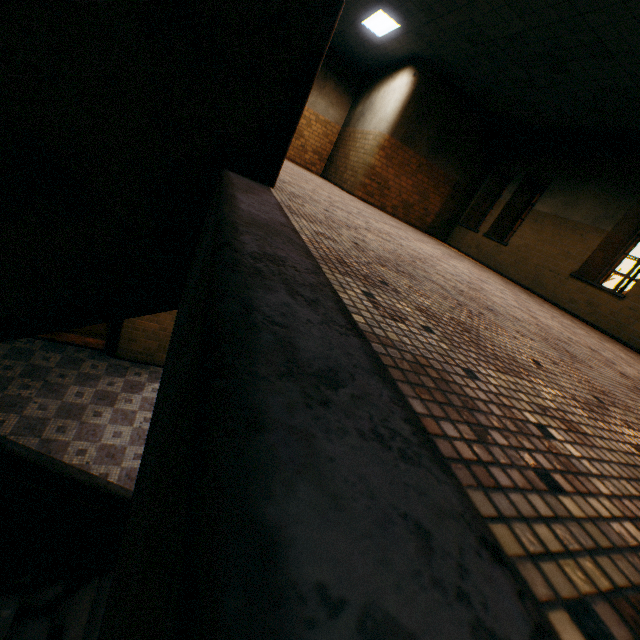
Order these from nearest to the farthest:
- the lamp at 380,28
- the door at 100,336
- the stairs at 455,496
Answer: the stairs at 455,496 → the door at 100,336 → the lamp at 380,28

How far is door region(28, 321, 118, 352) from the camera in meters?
6.5

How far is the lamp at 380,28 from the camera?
7.8 meters

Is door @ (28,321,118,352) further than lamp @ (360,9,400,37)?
No

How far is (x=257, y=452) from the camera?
0.3 meters

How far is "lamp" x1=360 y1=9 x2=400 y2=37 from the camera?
7.8 meters

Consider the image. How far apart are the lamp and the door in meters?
8.2

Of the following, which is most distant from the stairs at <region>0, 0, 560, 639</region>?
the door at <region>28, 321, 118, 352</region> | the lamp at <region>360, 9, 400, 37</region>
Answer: the lamp at <region>360, 9, 400, 37</region>
